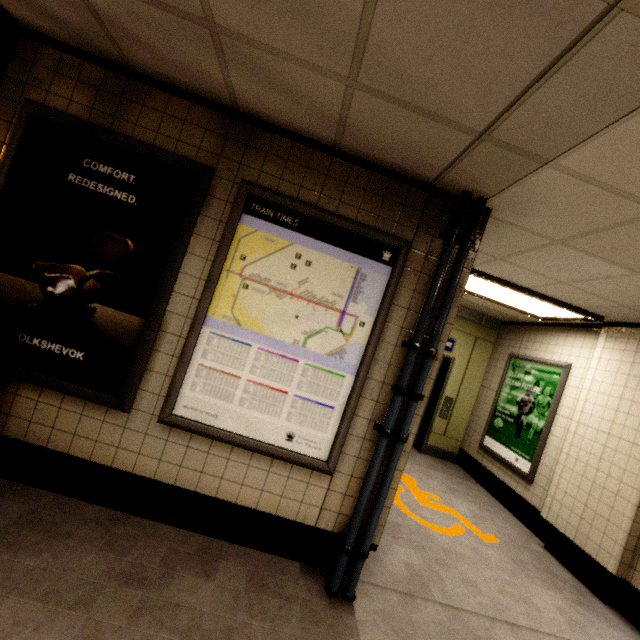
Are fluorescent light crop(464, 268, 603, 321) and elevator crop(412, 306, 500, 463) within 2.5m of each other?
yes

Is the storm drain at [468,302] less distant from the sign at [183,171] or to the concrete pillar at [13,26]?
the sign at [183,171]

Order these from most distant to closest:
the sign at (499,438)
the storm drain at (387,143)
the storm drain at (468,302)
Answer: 1. the storm drain at (468,302)
2. the sign at (499,438)
3. the storm drain at (387,143)

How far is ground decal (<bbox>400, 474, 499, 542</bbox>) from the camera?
3.84m

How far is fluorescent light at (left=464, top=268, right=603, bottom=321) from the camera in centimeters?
390cm

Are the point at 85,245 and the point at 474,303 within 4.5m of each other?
no

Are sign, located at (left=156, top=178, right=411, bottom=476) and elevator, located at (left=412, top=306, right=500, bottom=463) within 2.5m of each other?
no

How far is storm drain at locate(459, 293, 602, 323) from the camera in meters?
5.2 m
